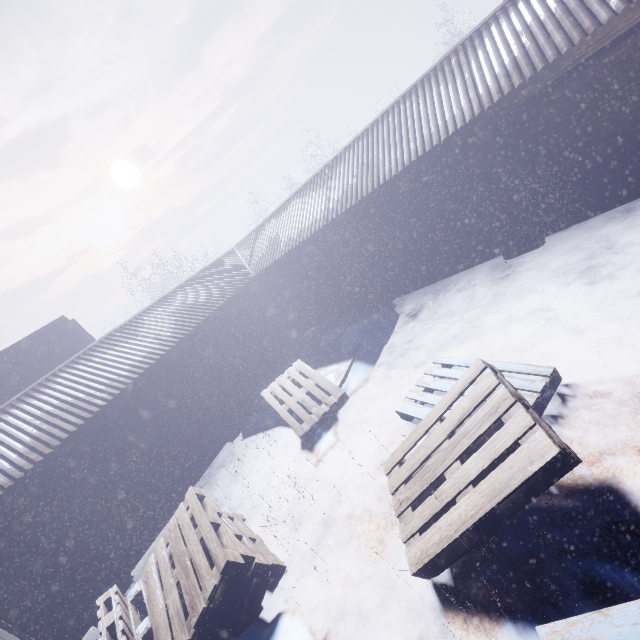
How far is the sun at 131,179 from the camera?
57.2 meters

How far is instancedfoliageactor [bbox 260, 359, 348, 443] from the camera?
5.1m

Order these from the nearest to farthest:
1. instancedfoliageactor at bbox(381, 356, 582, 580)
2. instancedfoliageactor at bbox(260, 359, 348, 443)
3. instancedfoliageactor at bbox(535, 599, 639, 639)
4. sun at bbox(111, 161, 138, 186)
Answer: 1. instancedfoliageactor at bbox(535, 599, 639, 639)
2. instancedfoliageactor at bbox(381, 356, 582, 580)
3. instancedfoliageactor at bbox(260, 359, 348, 443)
4. sun at bbox(111, 161, 138, 186)

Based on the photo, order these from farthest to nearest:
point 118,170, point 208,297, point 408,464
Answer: point 118,170
point 208,297
point 408,464

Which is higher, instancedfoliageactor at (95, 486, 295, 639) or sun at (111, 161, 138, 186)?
sun at (111, 161, 138, 186)

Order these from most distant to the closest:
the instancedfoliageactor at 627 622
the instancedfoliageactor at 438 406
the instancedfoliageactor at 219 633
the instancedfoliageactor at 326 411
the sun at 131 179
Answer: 1. the sun at 131 179
2. the instancedfoliageactor at 326 411
3. the instancedfoliageactor at 219 633
4. the instancedfoliageactor at 438 406
5. the instancedfoliageactor at 627 622

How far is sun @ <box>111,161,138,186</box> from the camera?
57.2 meters
